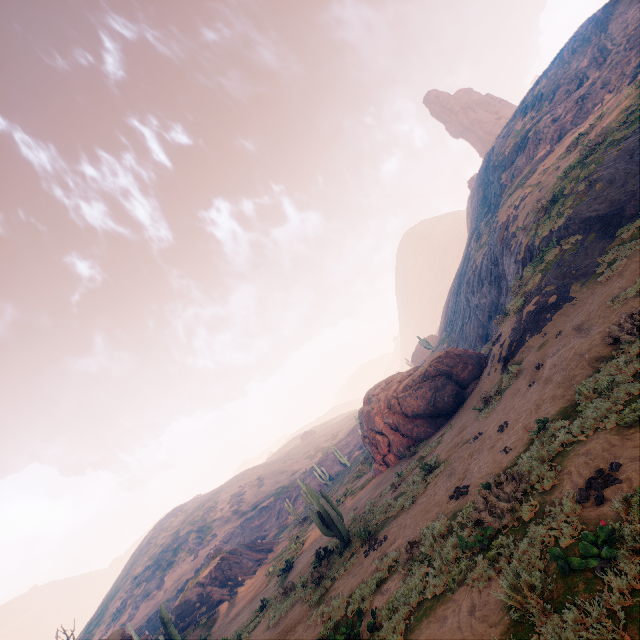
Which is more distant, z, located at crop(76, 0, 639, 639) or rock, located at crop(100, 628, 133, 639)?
rock, located at crop(100, 628, 133, 639)

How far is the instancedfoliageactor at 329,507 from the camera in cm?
1348

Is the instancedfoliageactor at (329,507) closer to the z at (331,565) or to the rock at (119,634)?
the z at (331,565)

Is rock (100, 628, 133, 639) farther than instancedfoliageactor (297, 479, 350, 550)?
Yes

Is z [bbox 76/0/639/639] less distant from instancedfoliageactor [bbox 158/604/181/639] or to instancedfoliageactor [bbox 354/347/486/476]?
instancedfoliageactor [bbox 354/347/486/476]

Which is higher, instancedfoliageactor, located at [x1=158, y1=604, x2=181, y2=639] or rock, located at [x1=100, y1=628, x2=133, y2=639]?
rock, located at [x1=100, y1=628, x2=133, y2=639]

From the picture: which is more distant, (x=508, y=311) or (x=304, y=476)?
(x=304, y=476)

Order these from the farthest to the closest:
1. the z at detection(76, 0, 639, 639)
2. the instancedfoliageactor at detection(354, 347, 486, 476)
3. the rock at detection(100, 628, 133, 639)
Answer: the instancedfoliageactor at detection(354, 347, 486, 476), the rock at detection(100, 628, 133, 639), the z at detection(76, 0, 639, 639)
